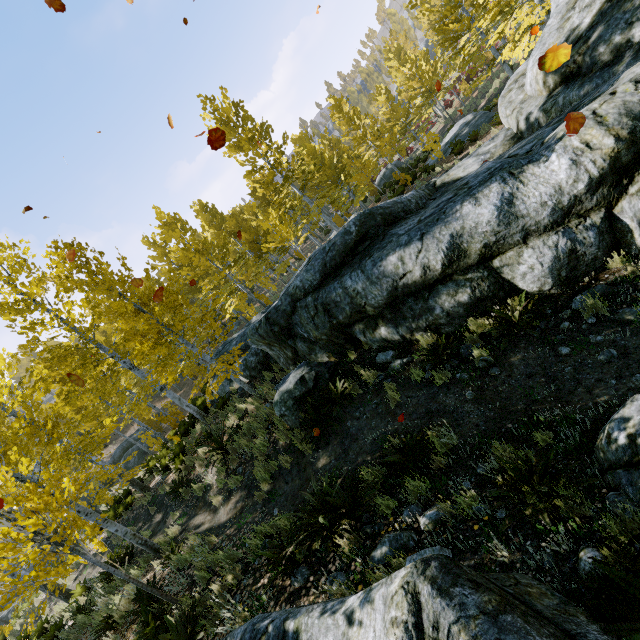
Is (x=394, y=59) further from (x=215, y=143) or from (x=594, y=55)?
(x=215, y=143)

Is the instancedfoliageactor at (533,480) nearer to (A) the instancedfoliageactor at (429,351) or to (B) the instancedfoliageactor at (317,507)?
(B) the instancedfoliageactor at (317,507)

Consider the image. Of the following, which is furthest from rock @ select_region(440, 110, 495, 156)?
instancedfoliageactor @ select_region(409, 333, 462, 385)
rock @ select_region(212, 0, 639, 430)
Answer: instancedfoliageactor @ select_region(409, 333, 462, 385)

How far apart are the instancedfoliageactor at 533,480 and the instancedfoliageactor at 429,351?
2.3m

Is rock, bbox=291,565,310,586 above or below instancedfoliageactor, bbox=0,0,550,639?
below

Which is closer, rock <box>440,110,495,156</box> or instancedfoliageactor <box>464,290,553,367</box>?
instancedfoliageactor <box>464,290,553,367</box>

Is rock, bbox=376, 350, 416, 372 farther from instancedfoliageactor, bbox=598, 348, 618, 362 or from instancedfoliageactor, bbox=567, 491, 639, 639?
instancedfoliageactor, bbox=598, 348, 618, 362

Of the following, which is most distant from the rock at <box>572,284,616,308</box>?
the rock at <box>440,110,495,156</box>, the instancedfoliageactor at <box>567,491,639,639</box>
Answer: the rock at <box>440,110,495,156</box>
